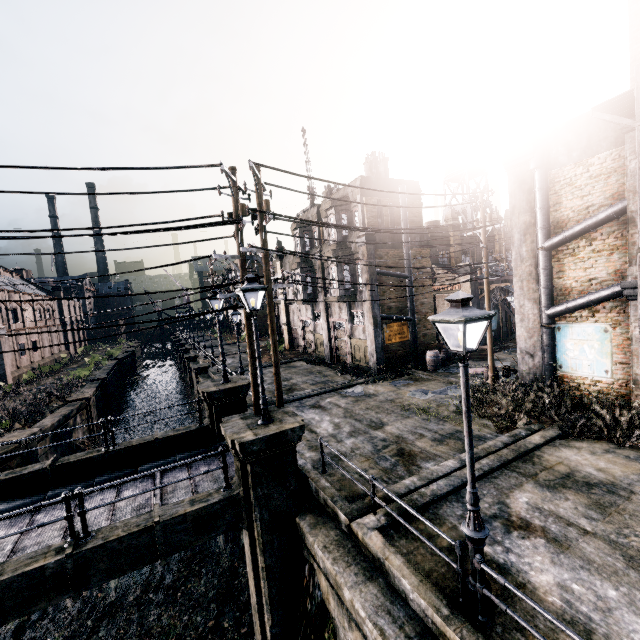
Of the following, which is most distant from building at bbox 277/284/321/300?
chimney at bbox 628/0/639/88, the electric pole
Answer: chimney at bbox 628/0/639/88

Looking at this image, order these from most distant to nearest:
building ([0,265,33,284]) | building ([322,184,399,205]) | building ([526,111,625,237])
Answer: building ([0,265,33,284])
building ([322,184,399,205])
building ([526,111,625,237])

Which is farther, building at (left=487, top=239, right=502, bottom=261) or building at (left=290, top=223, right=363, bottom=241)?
building at (left=487, top=239, right=502, bottom=261)

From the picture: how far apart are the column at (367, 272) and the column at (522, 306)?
8.37m

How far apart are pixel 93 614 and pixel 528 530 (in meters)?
15.71

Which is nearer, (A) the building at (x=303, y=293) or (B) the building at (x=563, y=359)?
(B) the building at (x=563, y=359)

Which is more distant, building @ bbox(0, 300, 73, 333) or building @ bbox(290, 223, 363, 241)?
building @ bbox(0, 300, 73, 333)

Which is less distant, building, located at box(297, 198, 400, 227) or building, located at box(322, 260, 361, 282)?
building, located at box(297, 198, 400, 227)
